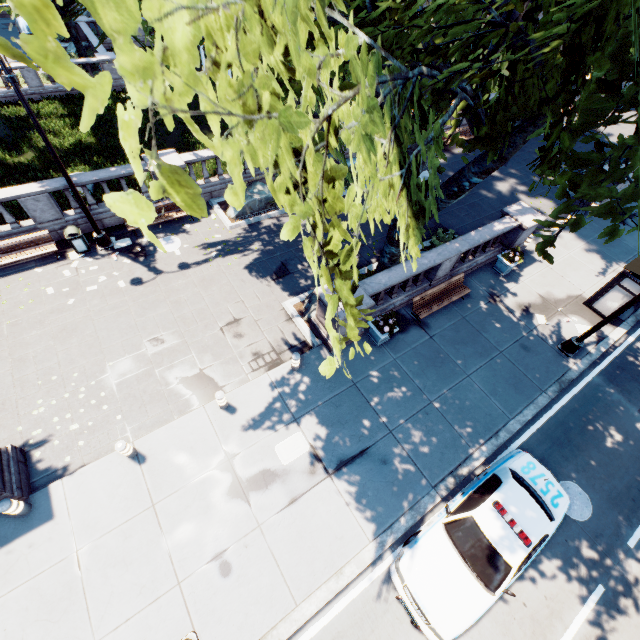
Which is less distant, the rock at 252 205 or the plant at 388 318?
the plant at 388 318

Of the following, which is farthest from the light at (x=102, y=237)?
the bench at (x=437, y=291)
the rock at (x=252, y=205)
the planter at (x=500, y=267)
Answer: the planter at (x=500, y=267)

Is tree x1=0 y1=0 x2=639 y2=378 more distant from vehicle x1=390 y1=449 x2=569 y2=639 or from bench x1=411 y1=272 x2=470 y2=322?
vehicle x1=390 y1=449 x2=569 y2=639

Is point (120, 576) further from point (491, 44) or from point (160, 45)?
point (491, 44)

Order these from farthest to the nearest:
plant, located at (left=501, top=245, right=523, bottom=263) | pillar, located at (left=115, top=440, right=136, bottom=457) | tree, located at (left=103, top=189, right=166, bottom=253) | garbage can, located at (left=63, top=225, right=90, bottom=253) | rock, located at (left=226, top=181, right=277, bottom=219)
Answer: rock, located at (left=226, top=181, right=277, bottom=219) < plant, located at (left=501, top=245, right=523, bottom=263) < garbage can, located at (left=63, top=225, right=90, bottom=253) < pillar, located at (left=115, top=440, right=136, bottom=457) < tree, located at (left=103, top=189, right=166, bottom=253)

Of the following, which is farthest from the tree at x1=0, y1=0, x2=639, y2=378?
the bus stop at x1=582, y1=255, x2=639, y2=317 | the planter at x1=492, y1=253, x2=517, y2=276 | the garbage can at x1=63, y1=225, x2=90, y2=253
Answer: the garbage can at x1=63, y1=225, x2=90, y2=253

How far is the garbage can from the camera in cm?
1257

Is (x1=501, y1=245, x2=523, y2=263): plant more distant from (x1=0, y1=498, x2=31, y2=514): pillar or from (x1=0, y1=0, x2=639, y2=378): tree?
(x1=0, y1=498, x2=31, y2=514): pillar
